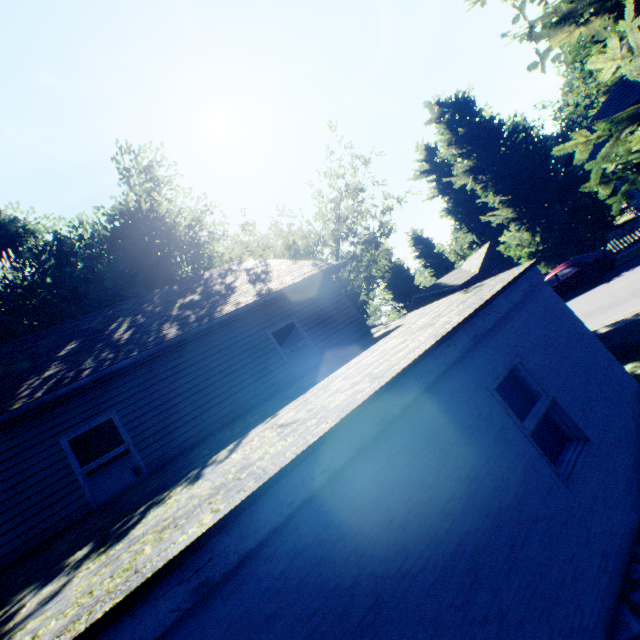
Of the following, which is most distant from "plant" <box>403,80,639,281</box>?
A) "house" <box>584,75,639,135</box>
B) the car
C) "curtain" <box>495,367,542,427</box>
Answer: "curtain" <box>495,367,542,427</box>

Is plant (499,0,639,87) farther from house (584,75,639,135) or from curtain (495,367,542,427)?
curtain (495,367,542,427)

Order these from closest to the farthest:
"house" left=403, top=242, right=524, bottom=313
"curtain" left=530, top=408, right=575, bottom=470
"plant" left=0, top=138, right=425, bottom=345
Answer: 1. "curtain" left=530, top=408, right=575, bottom=470
2. "plant" left=0, top=138, right=425, bottom=345
3. "house" left=403, top=242, right=524, bottom=313

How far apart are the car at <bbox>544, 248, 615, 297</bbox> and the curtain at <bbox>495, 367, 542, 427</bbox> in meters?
16.3 m

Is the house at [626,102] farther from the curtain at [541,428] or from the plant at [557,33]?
the curtain at [541,428]

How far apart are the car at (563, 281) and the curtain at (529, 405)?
16.3m

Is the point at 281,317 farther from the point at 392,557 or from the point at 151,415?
the point at 392,557

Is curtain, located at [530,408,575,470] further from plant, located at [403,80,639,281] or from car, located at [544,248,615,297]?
car, located at [544,248,615,297]
